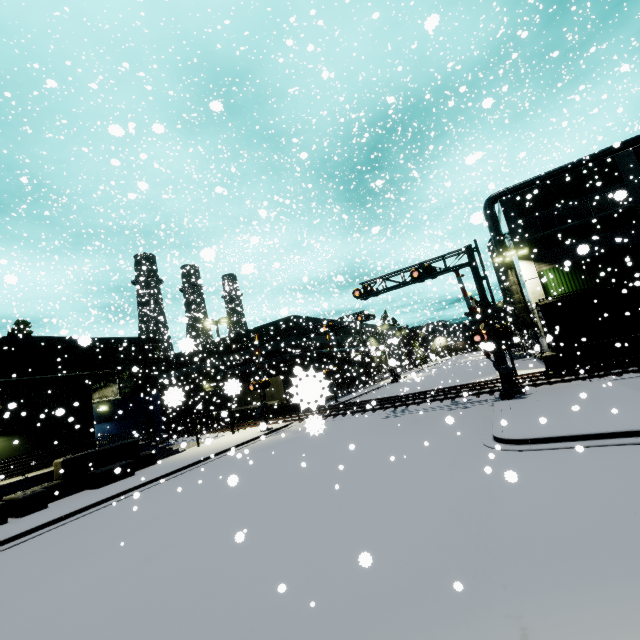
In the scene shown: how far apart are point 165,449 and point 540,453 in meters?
21.6

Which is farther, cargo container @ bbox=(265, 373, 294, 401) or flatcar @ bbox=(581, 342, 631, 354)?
cargo container @ bbox=(265, 373, 294, 401)

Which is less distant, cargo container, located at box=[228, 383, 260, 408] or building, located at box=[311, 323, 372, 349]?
cargo container, located at box=[228, 383, 260, 408]

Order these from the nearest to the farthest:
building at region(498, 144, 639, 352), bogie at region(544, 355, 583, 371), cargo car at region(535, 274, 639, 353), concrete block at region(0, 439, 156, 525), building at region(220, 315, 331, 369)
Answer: concrete block at region(0, 439, 156, 525) < cargo car at region(535, 274, 639, 353) < bogie at region(544, 355, 583, 371) < building at region(498, 144, 639, 352) < building at region(220, 315, 331, 369)

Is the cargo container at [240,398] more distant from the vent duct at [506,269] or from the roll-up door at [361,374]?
the vent duct at [506,269]

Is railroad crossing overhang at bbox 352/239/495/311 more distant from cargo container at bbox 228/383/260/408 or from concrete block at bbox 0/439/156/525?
cargo container at bbox 228/383/260/408

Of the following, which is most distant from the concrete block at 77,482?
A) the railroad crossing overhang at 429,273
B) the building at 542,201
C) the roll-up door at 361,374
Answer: the roll-up door at 361,374
